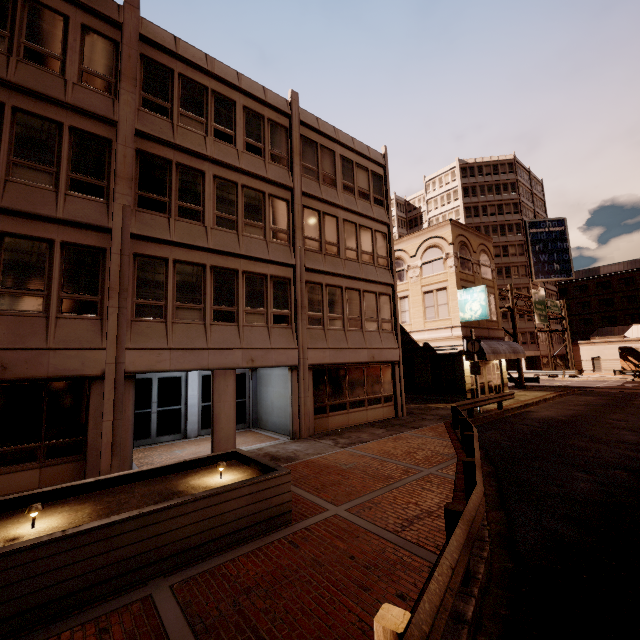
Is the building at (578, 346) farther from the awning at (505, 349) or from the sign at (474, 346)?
the sign at (474, 346)

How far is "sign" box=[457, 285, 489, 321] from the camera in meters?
21.8

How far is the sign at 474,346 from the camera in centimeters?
1834cm

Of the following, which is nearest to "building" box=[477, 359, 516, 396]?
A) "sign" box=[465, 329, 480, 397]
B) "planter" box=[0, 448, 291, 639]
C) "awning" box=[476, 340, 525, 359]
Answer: "awning" box=[476, 340, 525, 359]

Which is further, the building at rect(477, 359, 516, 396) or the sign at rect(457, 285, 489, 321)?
the building at rect(477, 359, 516, 396)

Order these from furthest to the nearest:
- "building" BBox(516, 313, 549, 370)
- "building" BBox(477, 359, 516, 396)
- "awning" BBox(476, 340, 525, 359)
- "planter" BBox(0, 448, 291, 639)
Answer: "building" BBox(516, 313, 549, 370) < "building" BBox(477, 359, 516, 396) < "awning" BBox(476, 340, 525, 359) < "planter" BBox(0, 448, 291, 639)

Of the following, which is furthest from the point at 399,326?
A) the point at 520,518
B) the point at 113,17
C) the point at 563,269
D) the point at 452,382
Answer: the point at 563,269

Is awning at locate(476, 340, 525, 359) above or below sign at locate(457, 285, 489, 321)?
below
